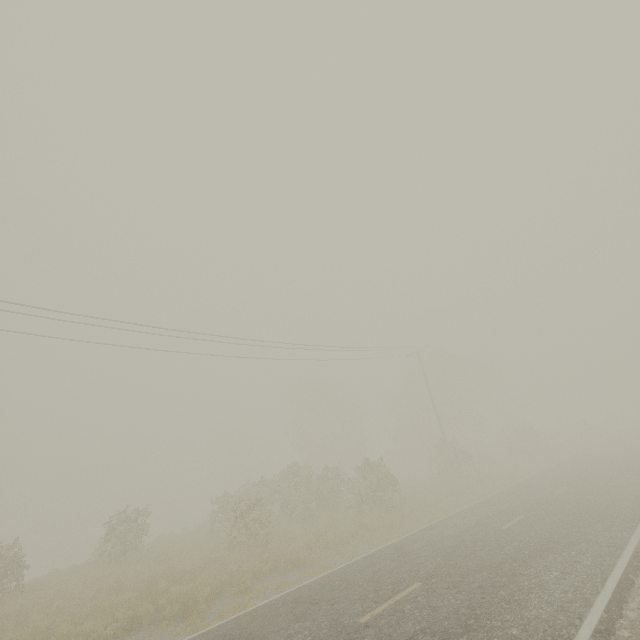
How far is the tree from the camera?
19.5 meters

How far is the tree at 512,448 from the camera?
19.45m

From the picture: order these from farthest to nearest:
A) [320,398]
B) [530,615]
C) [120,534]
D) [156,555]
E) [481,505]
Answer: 1. [320,398]
2. [156,555]
3. [120,534]
4. [481,505]
5. [530,615]
